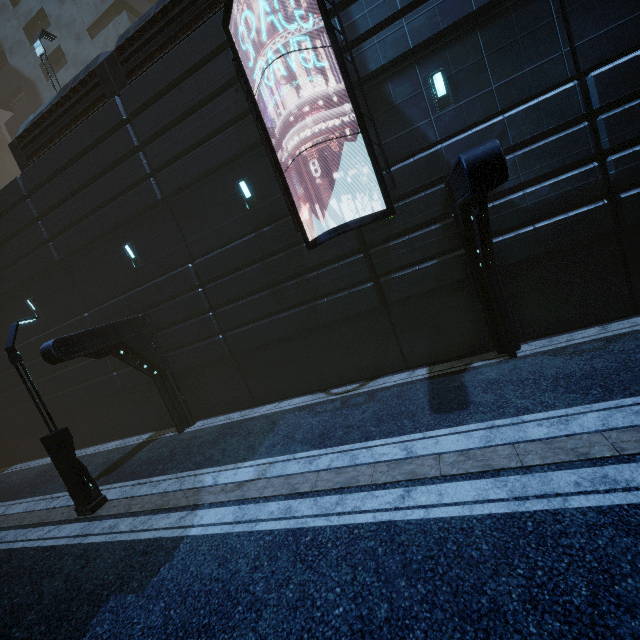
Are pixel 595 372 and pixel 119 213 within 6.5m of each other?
no

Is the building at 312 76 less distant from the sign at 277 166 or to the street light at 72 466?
the sign at 277 166

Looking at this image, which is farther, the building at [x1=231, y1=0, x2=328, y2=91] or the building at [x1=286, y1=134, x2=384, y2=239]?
the building at [x1=286, y1=134, x2=384, y2=239]

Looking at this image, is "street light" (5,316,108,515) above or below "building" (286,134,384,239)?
below

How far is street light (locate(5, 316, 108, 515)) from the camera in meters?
8.5

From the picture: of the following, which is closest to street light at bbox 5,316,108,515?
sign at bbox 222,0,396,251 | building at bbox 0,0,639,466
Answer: Answer: building at bbox 0,0,639,466

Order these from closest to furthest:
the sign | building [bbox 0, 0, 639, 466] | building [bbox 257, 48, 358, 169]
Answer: building [bbox 0, 0, 639, 466] < the sign < building [bbox 257, 48, 358, 169]
